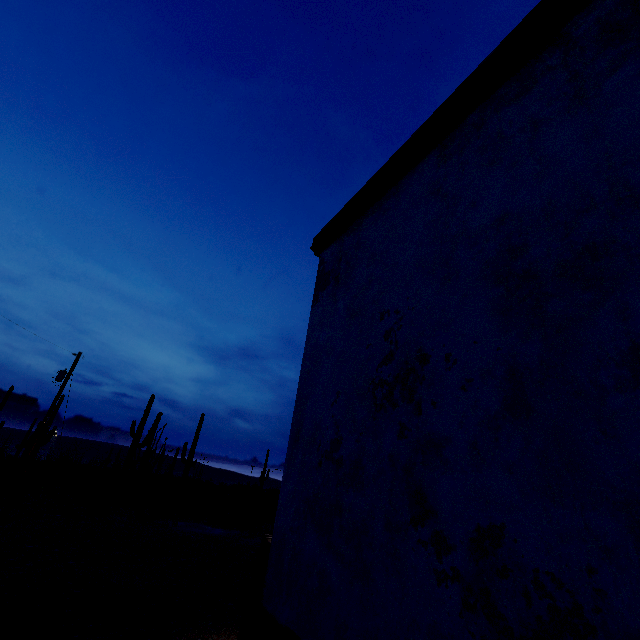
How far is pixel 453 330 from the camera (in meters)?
1.66

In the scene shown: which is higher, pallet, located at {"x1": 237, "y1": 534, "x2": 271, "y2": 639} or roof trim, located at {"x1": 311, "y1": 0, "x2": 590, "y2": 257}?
roof trim, located at {"x1": 311, "y1": 0, "x2": 590, "y2": 257}

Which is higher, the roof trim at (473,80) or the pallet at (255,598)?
the roof trim at (473,80)
